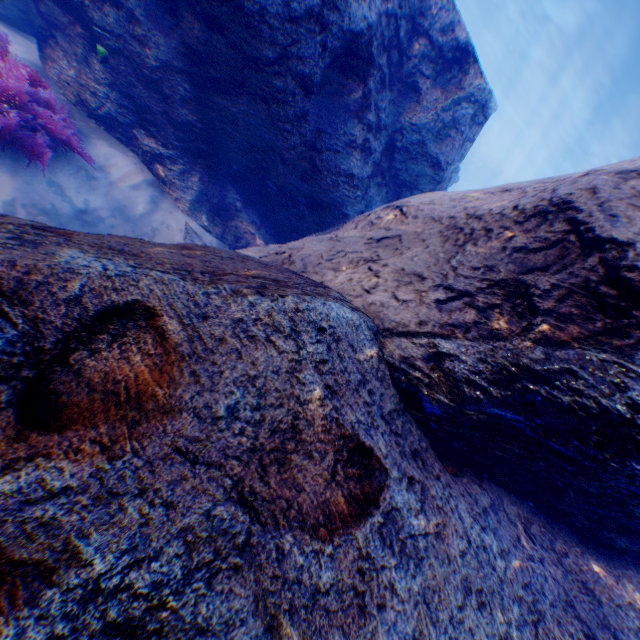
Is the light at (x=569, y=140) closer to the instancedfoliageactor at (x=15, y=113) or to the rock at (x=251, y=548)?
the rock at (x=251, y=548)

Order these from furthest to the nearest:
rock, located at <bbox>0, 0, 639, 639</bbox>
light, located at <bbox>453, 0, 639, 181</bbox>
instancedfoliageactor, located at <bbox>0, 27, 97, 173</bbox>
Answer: light, located at <bbox>453, 0, 639, 181</bbox> → instancedfoliageactor, located at <bbox>0, 27, 97, 173</bbox> → rock, located at <bbox>0, 0, 639, 639</bbox>

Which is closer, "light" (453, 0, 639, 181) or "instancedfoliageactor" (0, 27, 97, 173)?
"instancedfoliageactor" (0, 27, 97, 173)

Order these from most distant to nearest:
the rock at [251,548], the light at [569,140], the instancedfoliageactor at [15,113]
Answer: the light at [569,140], the instancedfoliageactor at [15,113], the rock at [251,548]

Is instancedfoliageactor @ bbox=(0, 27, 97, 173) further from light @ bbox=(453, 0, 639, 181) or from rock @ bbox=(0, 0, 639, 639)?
light @ bbox=(453, 0, 639, 181)

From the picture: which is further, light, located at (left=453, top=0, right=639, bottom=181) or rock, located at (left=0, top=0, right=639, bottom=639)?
light, located at (left=453, top=0, right=639, bottom=181)

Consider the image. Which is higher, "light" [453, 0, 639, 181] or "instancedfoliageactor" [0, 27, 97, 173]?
"light" [453, 0, 639, 181]

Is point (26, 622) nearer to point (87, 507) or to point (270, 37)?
point (87, 507)
